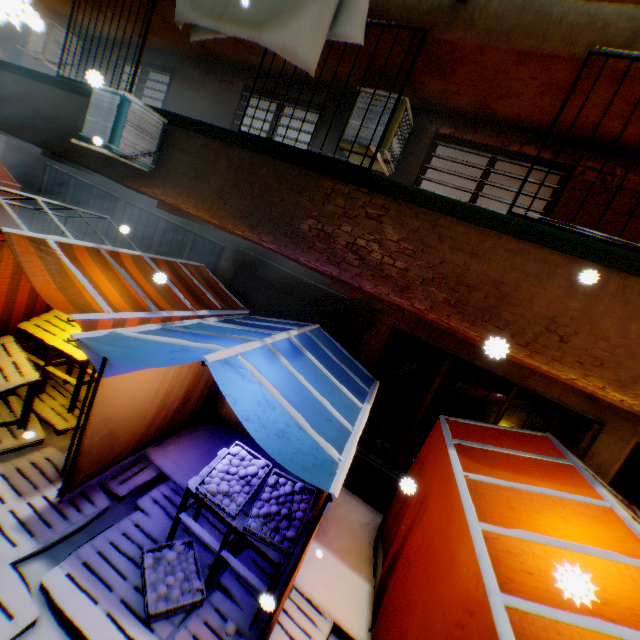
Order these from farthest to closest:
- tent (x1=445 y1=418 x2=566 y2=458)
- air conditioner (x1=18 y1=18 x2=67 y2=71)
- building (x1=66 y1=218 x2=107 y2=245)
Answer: building (x1=66 y1=218 x2=107 y2=245) → air conditioner (x1=18 y1=18 x2=67 y2=71) → tent (x1=445 y1=418 x2=566 y2=458)

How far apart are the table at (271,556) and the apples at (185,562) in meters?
0.1

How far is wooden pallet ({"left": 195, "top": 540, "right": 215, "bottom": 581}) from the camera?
3.49m

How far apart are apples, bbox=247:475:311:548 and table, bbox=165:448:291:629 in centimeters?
7cm

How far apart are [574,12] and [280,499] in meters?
5.8

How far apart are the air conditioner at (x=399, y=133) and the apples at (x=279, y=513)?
4.33m

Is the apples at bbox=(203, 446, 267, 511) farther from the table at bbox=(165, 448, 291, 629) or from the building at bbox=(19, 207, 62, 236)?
the building at bbox=(19, 207, 62, 236)

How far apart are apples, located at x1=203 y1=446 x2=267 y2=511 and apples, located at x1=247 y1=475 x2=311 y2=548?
0.1 meters
